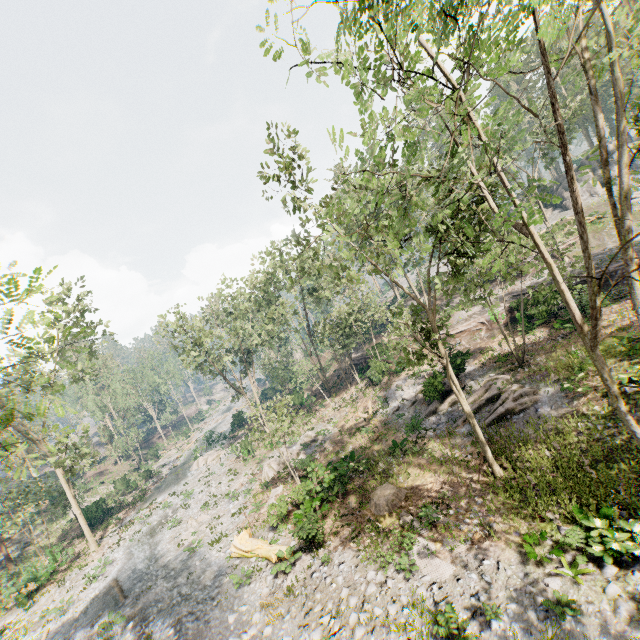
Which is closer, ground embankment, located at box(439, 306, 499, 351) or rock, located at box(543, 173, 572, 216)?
ground embankment, located at box(439, 306, 499, 351)

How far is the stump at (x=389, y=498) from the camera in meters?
15.4 m

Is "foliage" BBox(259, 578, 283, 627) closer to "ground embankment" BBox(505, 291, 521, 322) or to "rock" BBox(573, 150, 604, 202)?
"rock" BBox(573, 150, 604, 202)

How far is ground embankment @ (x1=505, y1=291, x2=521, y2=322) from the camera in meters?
27.3 m

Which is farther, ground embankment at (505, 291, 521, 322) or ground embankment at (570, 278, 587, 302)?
ground embankment at (505, 291, 521, 322)

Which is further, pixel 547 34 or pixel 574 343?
pixel 547 34

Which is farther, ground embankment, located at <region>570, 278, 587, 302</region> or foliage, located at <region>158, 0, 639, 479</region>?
ground embankment, located at <region>570, 278, 587, 302</region>

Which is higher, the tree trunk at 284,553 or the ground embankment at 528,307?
the ground embankment at 528,307
